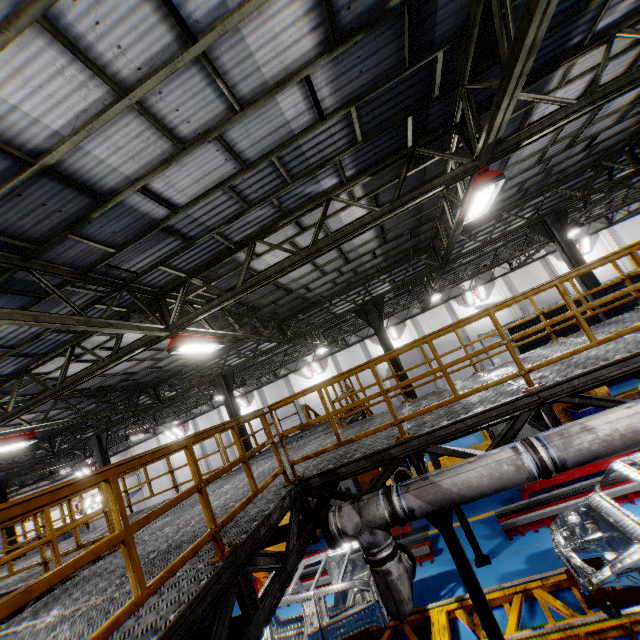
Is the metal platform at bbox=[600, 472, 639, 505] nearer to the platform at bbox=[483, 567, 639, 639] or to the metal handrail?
the platform at bbox=[483, 567, 639, 639]

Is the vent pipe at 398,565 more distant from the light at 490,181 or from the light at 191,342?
the light at 191,342

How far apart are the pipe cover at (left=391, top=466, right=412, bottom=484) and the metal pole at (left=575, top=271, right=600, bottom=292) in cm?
929

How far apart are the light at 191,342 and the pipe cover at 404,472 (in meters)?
5.78

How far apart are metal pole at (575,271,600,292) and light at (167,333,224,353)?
12.27m

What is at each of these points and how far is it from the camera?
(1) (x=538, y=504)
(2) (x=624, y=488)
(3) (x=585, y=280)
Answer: (1) metal platform, 8.70m
(2) metal platform, 7.78m
(3) metal pole, 11.78m

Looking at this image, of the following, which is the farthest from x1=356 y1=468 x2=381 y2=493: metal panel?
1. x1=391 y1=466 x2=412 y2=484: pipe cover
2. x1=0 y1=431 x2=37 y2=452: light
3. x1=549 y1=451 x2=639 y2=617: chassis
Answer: x1=0 y1=431 x2=37 y2=452: light

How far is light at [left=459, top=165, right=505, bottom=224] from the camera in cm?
615
